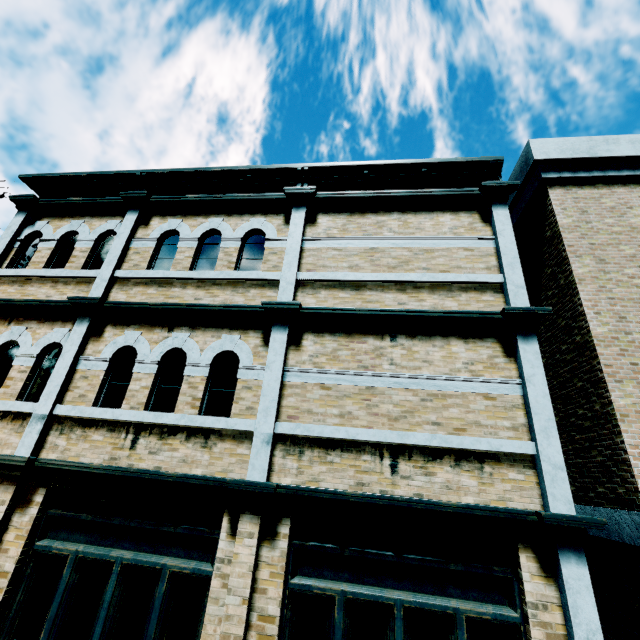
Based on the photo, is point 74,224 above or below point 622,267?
above
